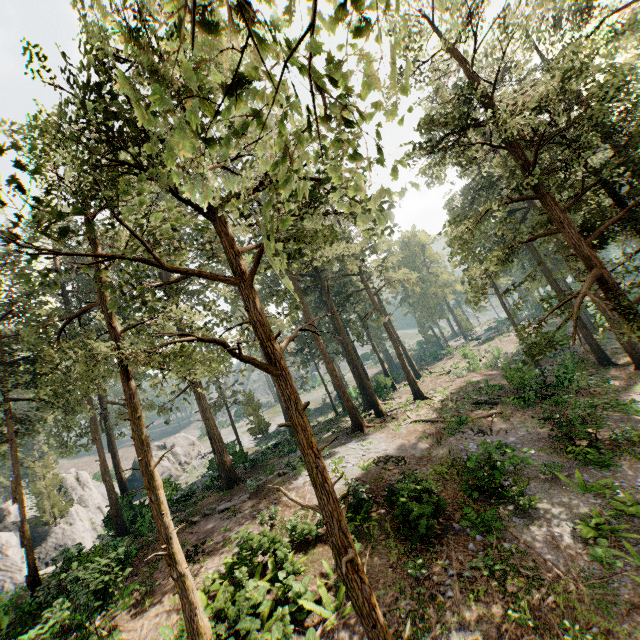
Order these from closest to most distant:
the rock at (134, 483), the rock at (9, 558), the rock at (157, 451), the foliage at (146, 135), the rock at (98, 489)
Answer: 1. the foliage at (146, 135)
2. the rock at (9, 558)
3. the rock at (98, 489)
4. the rock at (157, 451)
5. the rock at (134, 483)

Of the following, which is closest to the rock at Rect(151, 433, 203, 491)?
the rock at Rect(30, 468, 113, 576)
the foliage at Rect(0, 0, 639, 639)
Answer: the rock at Rect(30, 468, 113, 576)

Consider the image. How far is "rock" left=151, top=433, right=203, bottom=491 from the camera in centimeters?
4419cm

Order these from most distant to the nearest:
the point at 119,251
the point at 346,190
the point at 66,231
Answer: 1. the point at 119,251
2. the point at 66,231
3. the point at 346,190

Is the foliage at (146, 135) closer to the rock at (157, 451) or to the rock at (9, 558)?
the rock at (9, 558)

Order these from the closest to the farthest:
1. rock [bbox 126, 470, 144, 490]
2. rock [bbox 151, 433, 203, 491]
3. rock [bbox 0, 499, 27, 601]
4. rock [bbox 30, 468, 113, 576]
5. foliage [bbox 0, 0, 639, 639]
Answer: foliage [bbox 0, 0, 639, 639] < rock [bbox 0, 499, 27, 601] < rock [bbox 30, 468, 113, 576] < rock [bbox 151, 433, 203, 491] < rock [bbox 126, 470, 144, 490]
